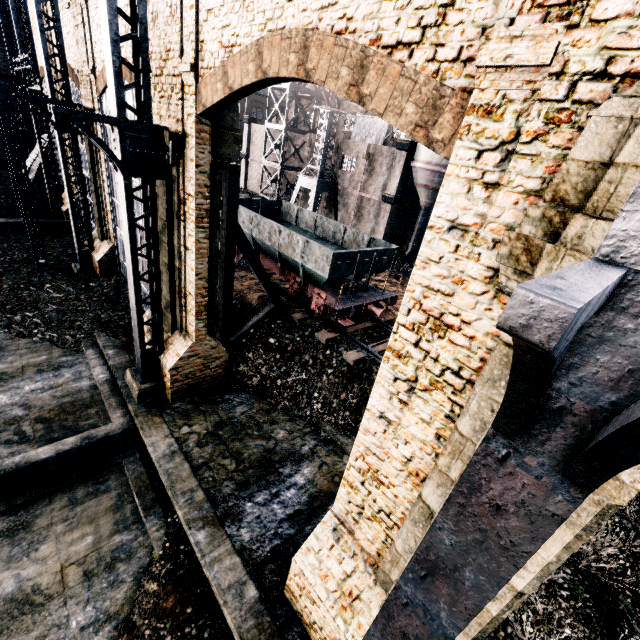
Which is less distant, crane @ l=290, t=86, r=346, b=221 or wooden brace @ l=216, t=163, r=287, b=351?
wooden brace @ l=216, t=163, r=287, b=351

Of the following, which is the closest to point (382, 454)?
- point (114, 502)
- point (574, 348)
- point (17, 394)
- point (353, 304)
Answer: point (574, 348)

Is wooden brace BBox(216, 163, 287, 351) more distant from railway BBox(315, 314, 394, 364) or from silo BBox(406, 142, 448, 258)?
silo BBox(406, 142, 448, 258)

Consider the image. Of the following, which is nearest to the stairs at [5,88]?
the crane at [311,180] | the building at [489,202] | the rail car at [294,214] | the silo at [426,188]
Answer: the building at [489,202]

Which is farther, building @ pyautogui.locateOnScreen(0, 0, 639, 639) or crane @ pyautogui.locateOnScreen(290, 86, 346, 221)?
crane @ pyautogui.locateOnScreen(290, 86, 346, 221)

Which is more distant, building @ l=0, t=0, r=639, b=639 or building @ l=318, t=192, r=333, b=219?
building @ l=318, t=192, r=333, b=219

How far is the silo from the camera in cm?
2622

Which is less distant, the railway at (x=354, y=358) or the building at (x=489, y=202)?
the building at (x=489, y=202)
